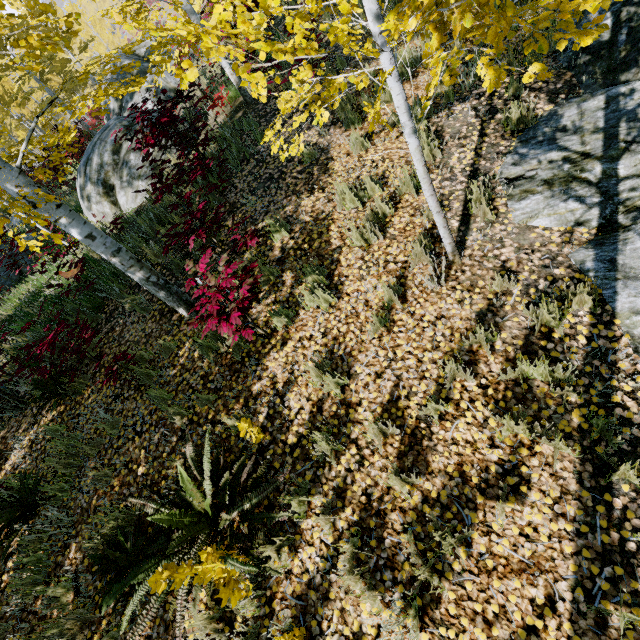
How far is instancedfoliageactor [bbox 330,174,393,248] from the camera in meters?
4.2

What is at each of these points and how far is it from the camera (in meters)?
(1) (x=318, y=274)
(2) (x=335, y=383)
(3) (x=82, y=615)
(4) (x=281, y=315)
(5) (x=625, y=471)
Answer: (1) instancedfoliageactor, 4.25
(2) instancedfoliageactor, 3.49
(3) instancedfoliageactor, 3.15
(4) instancedfoliageactor, 4.11
(5) instancedfoliageactor, 2.38

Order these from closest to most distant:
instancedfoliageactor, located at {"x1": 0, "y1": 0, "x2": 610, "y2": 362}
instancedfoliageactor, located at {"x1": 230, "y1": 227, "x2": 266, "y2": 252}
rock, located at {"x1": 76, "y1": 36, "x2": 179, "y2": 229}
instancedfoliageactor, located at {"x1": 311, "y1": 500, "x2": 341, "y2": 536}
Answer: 1. instancedfoliageactor, located at {"x1": 0, "y1": 0, "x2": 610, "y2": 362}
2. instancedfoliageactor, located at {"x1": 311, "y1": 500, "x2": 341, "y2": 536}
3. instancedfoliageactor, located at {"x1": 230, "y1": 227, "x2": 266, "y2": 252}
4. rock, located at {"x1": 76, "y1": 36, "x2": 179, "y2": 229}

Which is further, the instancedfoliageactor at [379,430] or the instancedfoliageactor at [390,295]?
the instancedfoliageactor at [390,295]

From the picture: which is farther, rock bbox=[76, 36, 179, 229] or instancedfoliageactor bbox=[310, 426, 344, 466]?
rock bbox=[76, 36, 179, 229]

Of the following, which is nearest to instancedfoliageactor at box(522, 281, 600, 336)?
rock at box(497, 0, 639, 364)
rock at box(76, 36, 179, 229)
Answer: rock at box(497, 0, 639, 364)

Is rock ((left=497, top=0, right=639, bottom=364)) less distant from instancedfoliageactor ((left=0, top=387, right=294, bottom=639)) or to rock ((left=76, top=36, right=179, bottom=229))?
instancedfoliageactor ((left=0, top=387, right=294, bottom=639))

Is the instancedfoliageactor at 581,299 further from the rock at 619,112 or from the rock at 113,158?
the rock at 113,158
